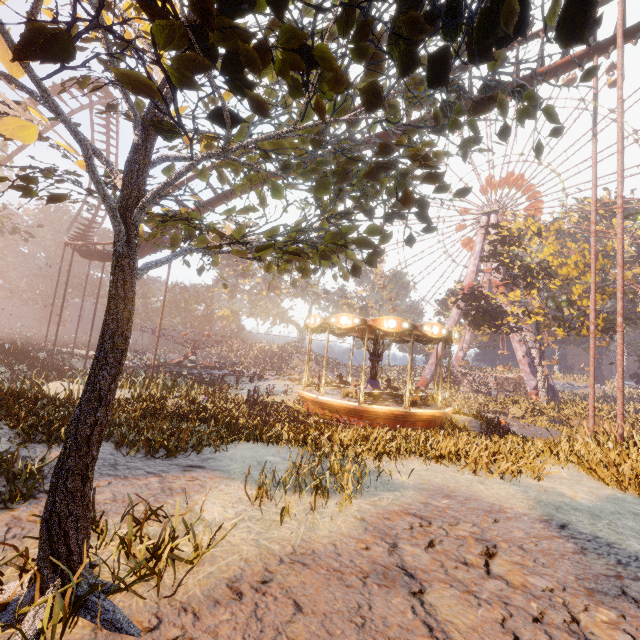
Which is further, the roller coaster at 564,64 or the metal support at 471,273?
the metal support at 471,273

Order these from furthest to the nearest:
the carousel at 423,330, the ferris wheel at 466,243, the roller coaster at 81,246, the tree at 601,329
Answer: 1. the ferris wheel at 466,243
2. the tree at 601,329
3. the roller coaster at 81,246
4. the carousel at 423,330

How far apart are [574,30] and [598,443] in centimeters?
1379cm

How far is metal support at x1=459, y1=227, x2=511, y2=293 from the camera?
44.2m

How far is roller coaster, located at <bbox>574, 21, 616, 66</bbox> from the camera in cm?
1225

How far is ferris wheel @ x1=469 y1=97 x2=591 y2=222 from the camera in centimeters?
4250cm

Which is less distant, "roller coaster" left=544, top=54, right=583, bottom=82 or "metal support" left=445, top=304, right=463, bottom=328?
"roller coaster" left=544, top=54, right=583, bottom=82
